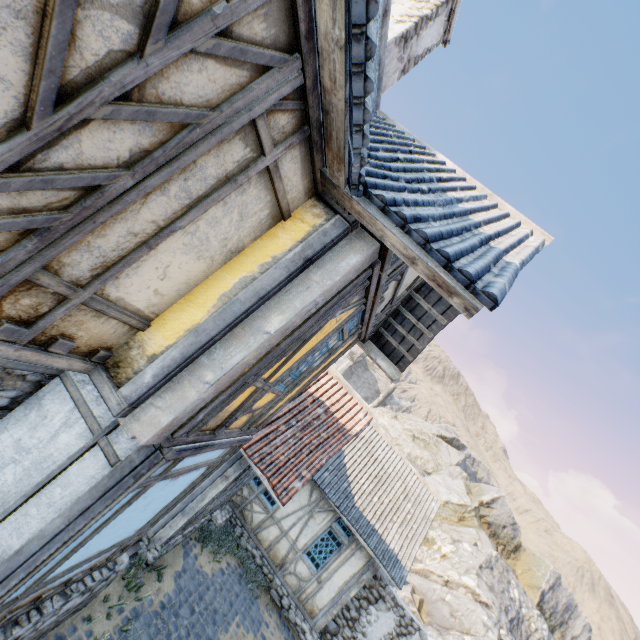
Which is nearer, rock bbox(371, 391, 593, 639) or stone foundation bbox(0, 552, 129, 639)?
stone foundation bbox(0, 552, 129, 639)

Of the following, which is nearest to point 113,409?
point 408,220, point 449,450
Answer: point 408,220

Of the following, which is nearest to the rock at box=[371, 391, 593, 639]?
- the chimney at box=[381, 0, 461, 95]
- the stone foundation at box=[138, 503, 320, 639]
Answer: the stone foundation at box=[138, 503, 320, 639]

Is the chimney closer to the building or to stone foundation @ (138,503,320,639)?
the building

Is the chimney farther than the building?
Yes

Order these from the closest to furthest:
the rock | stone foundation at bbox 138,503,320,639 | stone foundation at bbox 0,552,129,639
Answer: stone foundation at bbox 0,552,129,639
stone foundation at bbox 138,503,320,639
the rock

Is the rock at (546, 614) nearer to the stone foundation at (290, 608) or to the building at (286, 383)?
the stone foundation at (290, 608)

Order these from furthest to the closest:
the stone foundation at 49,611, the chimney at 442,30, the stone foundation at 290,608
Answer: the stone foundation at 290,608 → the chimney at 442,30 → the stone foundation at 49,611
